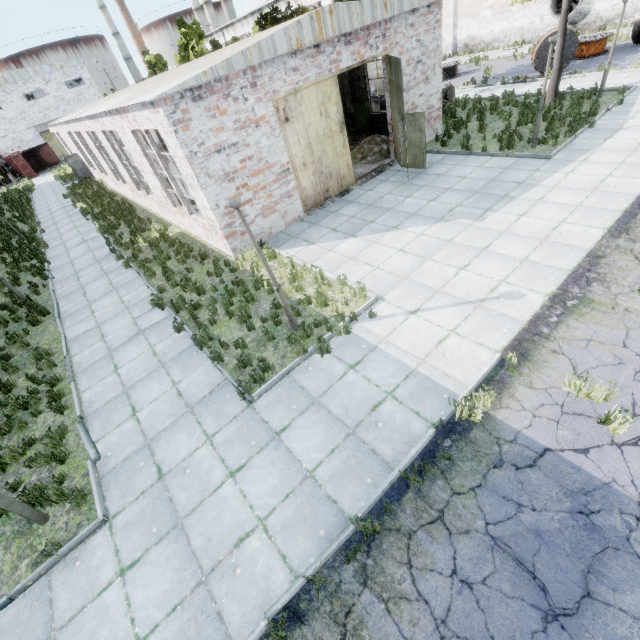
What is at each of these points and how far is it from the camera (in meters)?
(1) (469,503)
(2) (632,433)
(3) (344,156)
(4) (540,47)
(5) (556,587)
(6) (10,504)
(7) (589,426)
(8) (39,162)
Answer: (1) asphalt debris, 4.42
(2) asphalt debris, 4.55
(3) door, 12.98
(4) wire spool, 18.47
(5) asphalt debris, 3.53
(6) lamp post, 5.34
(7) asphalt debris, 4.75
(8) truck dump body, 49.62

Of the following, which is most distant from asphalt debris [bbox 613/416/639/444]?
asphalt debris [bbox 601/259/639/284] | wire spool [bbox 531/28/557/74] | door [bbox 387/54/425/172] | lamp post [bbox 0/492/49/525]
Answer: wire spool [bbox 531/28/557/74]

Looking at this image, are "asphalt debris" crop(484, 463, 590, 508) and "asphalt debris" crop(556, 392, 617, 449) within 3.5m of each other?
yes

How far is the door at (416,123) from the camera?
11.39m

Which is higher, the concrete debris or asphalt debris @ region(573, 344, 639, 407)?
the concrete debris

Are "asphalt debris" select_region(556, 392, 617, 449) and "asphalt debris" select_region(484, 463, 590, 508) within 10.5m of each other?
yes

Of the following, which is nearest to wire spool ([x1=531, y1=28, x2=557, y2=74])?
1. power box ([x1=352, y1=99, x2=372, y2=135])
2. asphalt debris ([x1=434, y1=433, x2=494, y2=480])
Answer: power box ([x1=352, y1=99, x2=372, y2=135])

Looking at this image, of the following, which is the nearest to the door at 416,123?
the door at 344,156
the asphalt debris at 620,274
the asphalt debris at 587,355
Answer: the door at 344,156
